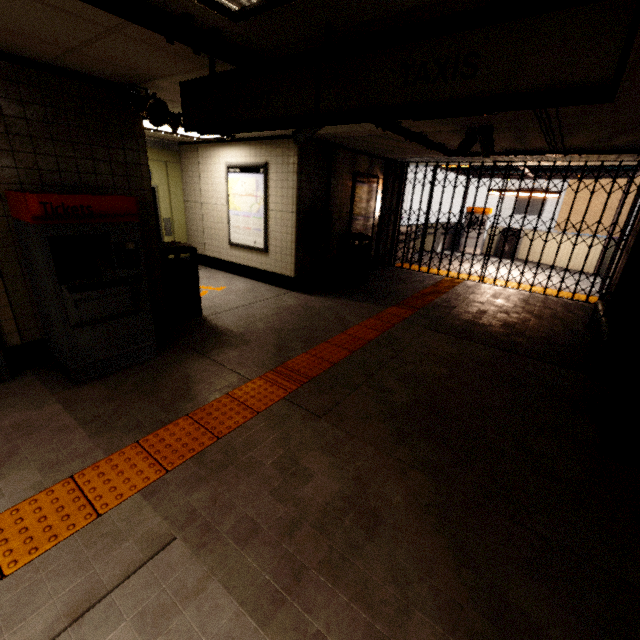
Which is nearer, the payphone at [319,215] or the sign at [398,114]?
the sign at [398,114]

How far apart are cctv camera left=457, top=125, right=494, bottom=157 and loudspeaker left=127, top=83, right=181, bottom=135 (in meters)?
3.86

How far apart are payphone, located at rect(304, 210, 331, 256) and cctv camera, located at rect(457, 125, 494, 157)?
2.89m

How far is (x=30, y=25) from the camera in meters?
2.3 m

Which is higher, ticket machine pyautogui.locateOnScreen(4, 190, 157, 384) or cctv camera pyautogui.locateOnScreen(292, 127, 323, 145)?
cctv camera pyautogui.locateOnScreen(292, 127, 323, 145)

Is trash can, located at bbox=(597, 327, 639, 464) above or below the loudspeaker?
below

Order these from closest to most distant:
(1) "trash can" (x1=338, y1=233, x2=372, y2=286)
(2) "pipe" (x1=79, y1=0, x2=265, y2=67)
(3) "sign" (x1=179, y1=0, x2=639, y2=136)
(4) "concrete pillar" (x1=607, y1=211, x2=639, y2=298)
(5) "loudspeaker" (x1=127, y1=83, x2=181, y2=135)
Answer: (3) "sign" (x1=179, y1=0, x2=639, y2=136), (2) "pipe" (x1=79, y1=0, x2=265, y2=67), (5) "loudspeaker" (x1=127, y1=83, x2=181, y2=135), (4) "concrete pillar" (x1=607, y1=211, x2=639, y2=298), (1) "trash can" (x1=338, y1=233, x2=372, y2=286)

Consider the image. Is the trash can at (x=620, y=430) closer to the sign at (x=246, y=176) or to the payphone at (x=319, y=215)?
the payphone at (x=319, y=215)
